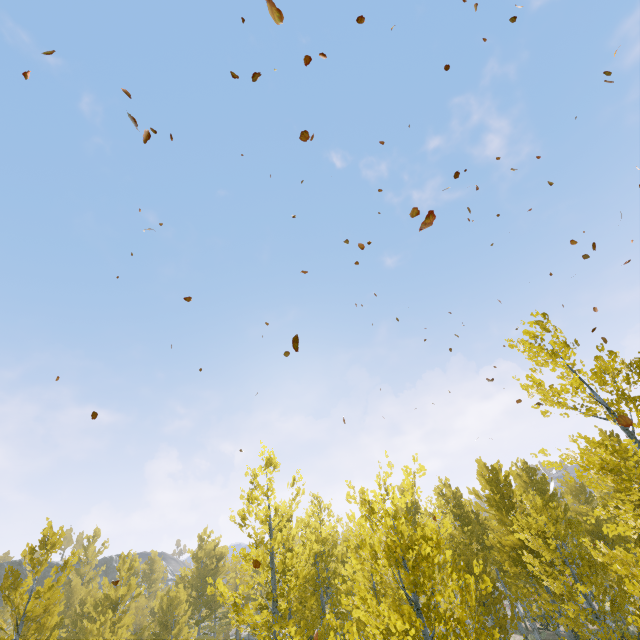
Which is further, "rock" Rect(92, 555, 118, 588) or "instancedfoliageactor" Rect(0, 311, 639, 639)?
"rock" Rect(92, 555, 118, 588)

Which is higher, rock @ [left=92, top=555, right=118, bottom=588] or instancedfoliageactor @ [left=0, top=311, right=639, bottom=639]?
rock @ [left=92, top=555, right=118, bottom=588]

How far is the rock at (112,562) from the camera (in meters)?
54.31

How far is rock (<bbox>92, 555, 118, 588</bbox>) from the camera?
54.3m

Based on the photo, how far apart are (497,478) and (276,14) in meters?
15.9

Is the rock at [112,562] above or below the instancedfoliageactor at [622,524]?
above
